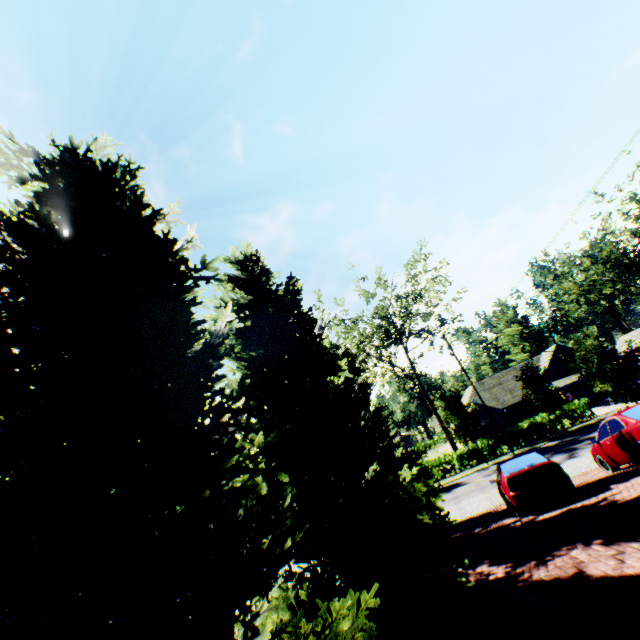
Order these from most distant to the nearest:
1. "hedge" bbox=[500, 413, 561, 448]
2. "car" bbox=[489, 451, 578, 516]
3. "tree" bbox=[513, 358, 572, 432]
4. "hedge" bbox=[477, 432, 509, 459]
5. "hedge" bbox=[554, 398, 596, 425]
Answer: "hedge" bbox=[477, 432, 509, 459] → "hedge" bbox=[500, 413, 561, 448] → "hedge" bbox=[554, 398, 596, 425] → "tree" bbox=[513, 358, 572, 432] → "car" bbox=[489, 451, 578, 516]

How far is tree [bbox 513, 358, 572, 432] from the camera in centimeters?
2741cm

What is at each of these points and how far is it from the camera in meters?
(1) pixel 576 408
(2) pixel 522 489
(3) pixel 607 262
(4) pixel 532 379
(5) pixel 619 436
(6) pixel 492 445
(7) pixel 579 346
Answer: (1) hedge, 29.7
(2) car, 10.0
(3) tree, 31.8
(4) tree, 29.0
(5) car, 10.3
(6) hedge, 31.3
(7) tree, 19.5

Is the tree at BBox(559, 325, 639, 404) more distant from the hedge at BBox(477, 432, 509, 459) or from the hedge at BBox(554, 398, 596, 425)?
the hedge at BBox(477, 432, 509, 459)

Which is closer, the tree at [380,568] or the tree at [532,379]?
the tree at [380,568]

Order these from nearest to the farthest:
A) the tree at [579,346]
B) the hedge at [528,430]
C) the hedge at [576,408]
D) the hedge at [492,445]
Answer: the tree at [579,346] → the hedge at [576,408] → the hedge at [528,430] → the hedge at [492,445]

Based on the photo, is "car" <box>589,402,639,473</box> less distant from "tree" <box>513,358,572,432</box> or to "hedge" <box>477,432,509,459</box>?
"tree" <box>513,358,572,432</box>

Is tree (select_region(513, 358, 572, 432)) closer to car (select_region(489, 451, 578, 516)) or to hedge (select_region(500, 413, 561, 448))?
car (select_region(489, 451, 578, 516))
